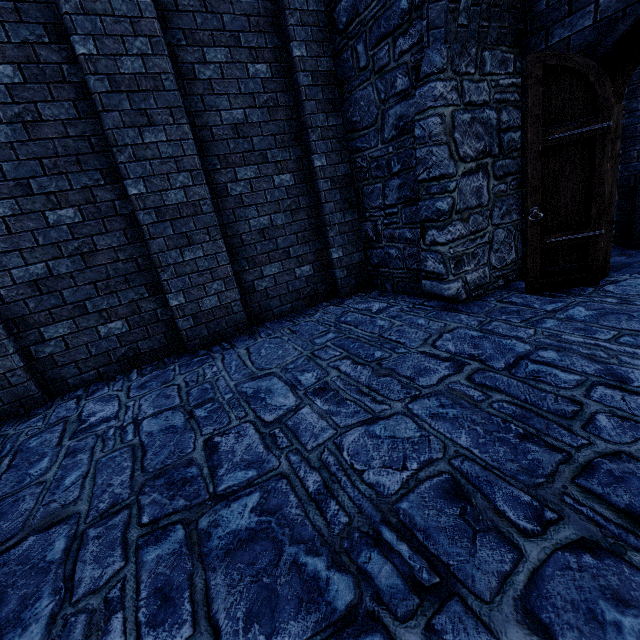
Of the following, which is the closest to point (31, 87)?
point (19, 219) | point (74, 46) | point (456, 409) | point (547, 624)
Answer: point (74, 46)
